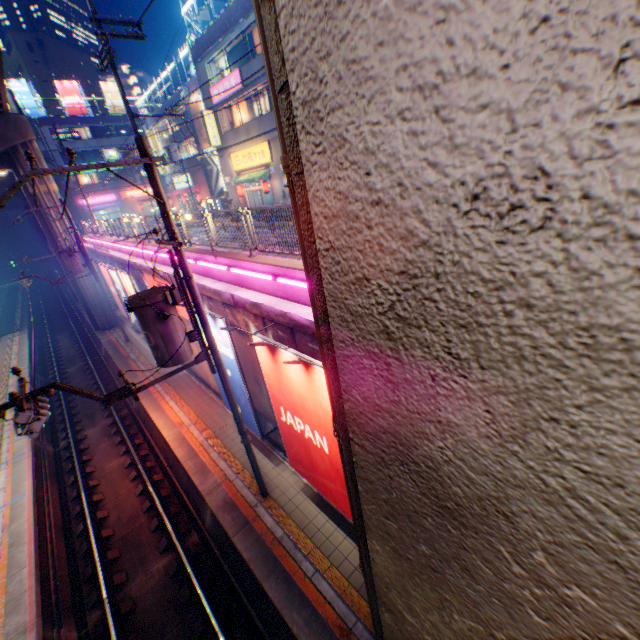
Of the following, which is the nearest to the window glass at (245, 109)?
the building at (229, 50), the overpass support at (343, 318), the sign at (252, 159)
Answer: the building at (229, 50)

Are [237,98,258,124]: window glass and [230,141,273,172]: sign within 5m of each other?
yes

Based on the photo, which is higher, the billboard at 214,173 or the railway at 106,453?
the billboard at 214,173

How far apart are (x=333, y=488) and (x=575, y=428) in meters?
7.7 m

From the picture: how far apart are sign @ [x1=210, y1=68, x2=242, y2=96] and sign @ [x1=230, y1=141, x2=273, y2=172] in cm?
326

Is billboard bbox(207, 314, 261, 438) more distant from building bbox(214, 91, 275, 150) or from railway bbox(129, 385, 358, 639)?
building bbox(214, 91, 275, 150)

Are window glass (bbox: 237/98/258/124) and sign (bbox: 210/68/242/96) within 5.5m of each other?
yes

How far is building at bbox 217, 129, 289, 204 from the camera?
22.0 meters
